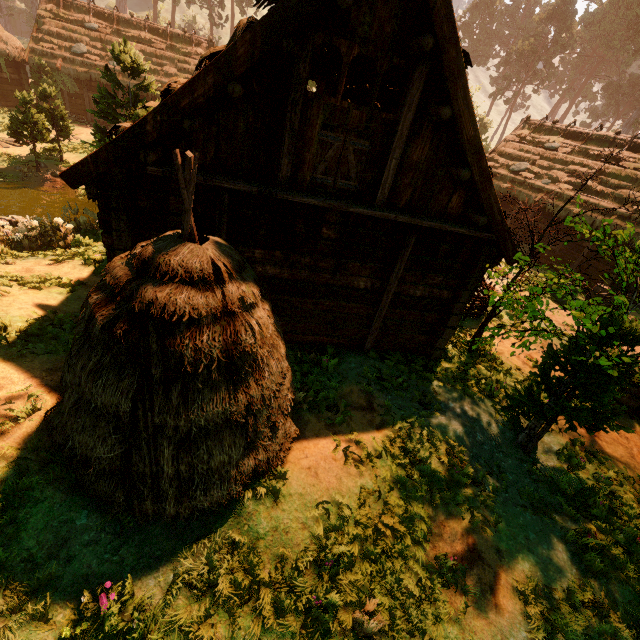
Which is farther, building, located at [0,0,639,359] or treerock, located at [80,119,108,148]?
treerock, located at [80,119,108,148]

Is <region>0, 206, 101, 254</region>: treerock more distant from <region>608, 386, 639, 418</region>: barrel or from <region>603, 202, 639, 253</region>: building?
<region>608, 386, 639, 418</region>: barrel

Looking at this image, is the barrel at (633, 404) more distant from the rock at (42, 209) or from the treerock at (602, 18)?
the rock at (42, 209)

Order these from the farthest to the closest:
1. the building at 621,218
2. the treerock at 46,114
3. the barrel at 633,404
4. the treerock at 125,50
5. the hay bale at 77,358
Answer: the building at 621,218 → the treerock at 46,114 → the treerock at 125,50 → the barrel at 633,404 → the hay bale at 77,358

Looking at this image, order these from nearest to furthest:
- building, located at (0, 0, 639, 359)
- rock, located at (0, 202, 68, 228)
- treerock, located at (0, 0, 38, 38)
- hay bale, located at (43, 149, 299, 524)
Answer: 1. hay bale, located at (43, 149, 299, 524)
2. building, located at (0, 0, 639, 359)
3. rock, located at (0, 202, 68, 228)
4. treerock, located at (0, 0, 38, 38)

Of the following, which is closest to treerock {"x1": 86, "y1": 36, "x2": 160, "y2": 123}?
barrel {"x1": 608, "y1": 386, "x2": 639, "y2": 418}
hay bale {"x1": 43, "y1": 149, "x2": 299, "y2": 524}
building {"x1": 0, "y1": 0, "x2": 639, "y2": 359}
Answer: building {"x1": 0, "y1": 0, "x2": 639, "y2": 359}

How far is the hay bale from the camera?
3.42m

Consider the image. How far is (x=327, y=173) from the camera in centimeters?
646cm
